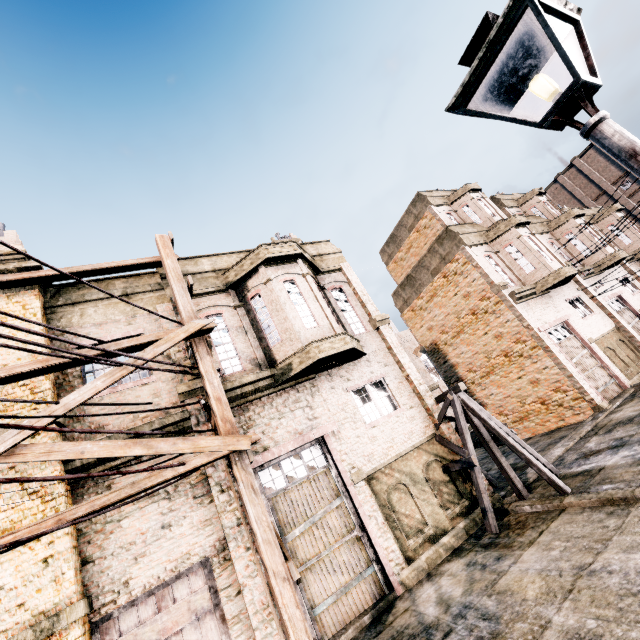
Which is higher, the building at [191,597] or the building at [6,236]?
the building at [6,236]

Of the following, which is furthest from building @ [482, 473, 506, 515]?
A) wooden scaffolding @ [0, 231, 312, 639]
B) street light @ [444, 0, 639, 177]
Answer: street light @ [444, 0, 639, 177]

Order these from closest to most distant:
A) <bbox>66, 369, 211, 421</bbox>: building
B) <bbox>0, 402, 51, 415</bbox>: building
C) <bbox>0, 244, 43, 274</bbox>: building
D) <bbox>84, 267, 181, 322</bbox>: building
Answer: <bbox>0, 402, 51, 415</bbox>: building < <bbox>66, 369, 211, 421</bbox>: building < <bbox>0, 244, 43, 274</bbox>: building < <bbox>84, 267, 181, 322</bbox>: building

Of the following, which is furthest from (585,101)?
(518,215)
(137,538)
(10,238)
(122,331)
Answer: (518,215)

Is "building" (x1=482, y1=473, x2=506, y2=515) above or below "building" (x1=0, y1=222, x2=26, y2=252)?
below

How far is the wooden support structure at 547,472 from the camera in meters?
9.2

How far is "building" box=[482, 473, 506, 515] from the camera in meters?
10.2
